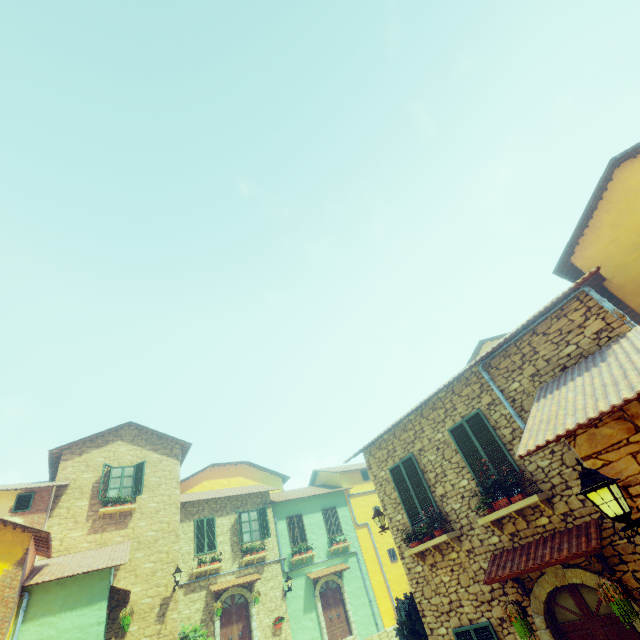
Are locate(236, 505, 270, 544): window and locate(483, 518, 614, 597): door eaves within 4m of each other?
no

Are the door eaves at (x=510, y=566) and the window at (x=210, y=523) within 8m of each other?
no

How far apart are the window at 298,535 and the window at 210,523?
4.3m

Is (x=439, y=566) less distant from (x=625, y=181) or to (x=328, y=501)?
(x=625, y=181)

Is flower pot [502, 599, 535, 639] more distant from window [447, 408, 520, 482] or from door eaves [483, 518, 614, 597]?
window [447, 408, 520, 482]

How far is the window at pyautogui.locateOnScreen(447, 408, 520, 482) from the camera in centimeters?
747cm

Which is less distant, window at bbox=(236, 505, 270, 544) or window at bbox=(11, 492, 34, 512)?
window at bbox=(11, 492, 34, 512)

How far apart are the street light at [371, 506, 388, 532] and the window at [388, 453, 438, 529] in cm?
94
